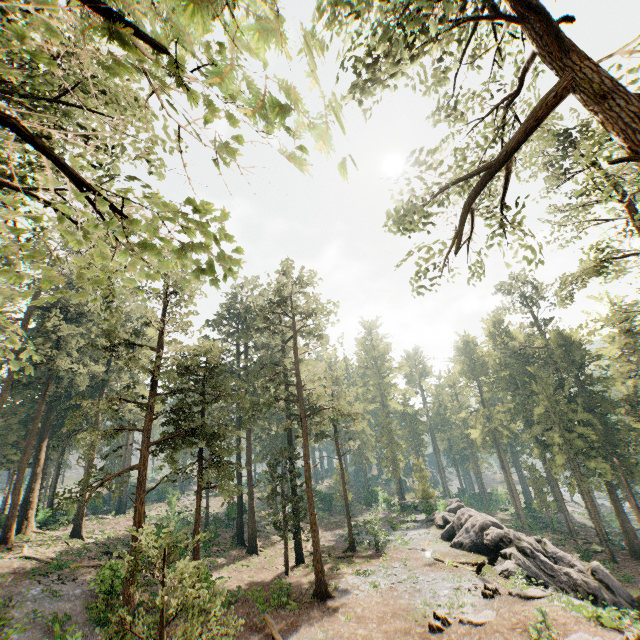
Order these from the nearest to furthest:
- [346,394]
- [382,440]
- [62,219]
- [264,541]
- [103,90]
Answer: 1. [62,219]
2. [103,90]
3. [346,394]
4. [264,541]
5. [382,440]

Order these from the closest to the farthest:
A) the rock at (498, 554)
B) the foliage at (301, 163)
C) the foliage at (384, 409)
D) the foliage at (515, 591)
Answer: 1. the foliage at (301, 163)
2. the foliage at (515, 591)
3. the rock at (498, 554)
4. the foliage at (384, 409)

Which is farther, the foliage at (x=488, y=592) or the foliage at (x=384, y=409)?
the foliage at (x=384, y=409)

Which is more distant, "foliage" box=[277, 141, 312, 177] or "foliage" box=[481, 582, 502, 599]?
"foliage" box=[481, 582, 502, 599]

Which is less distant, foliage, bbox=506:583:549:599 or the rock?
foliage, bbox=506:583:549:599

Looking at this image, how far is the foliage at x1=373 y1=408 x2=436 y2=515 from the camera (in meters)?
42.81
